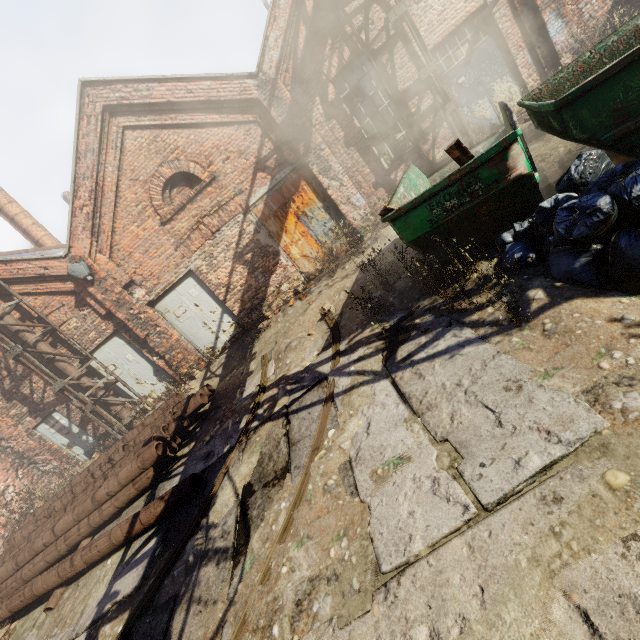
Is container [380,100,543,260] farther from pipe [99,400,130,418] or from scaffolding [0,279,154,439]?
scaffolding [0,279,154,439]

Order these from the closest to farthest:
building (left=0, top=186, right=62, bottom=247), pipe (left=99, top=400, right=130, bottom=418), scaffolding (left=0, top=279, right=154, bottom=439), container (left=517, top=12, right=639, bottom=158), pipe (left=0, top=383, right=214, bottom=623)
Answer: container (left=517, top=12, right=639, bottom=158)
pipe (left=0, top=383, right=214, bottom=623)
scaffolding (left=0, top=279, right=154, bottom=439)
pipe (left=99, top=400, right=130, bottom=418)
building (left=0, top=186, right=62, bottom=247)

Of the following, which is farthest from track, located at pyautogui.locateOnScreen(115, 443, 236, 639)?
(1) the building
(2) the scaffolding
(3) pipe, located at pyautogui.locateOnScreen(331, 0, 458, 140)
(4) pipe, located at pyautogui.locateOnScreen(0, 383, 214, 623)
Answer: (1) the building

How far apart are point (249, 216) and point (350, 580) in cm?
863

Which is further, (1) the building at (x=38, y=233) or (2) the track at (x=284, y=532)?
(1) the building at (x=38, y=233)

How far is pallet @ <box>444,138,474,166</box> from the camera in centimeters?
352cm

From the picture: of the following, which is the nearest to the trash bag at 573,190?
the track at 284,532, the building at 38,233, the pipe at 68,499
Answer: the track at 284,532

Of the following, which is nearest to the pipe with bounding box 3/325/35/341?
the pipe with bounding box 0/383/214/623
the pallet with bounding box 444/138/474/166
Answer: the pipe with bounding box 0/383/214/623
